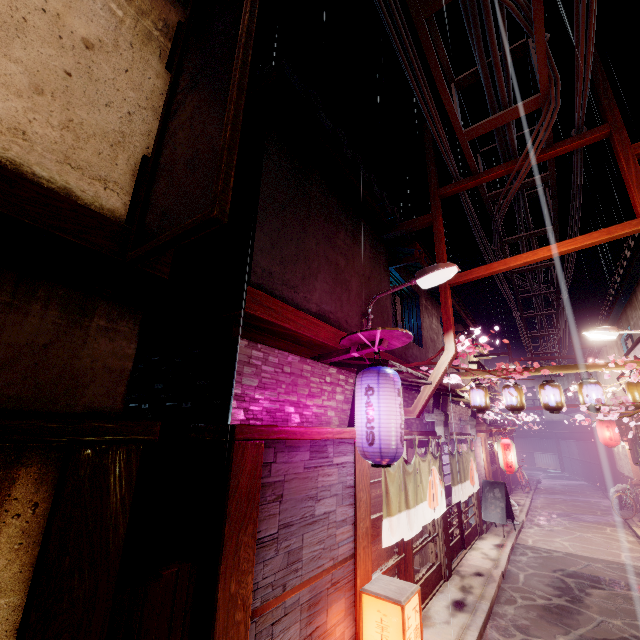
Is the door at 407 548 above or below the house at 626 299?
below

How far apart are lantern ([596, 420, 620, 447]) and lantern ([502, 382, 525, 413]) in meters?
17.3

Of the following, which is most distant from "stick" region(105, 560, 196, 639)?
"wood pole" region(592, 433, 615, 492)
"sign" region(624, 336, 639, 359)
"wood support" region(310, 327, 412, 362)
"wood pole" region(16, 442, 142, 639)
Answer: "wood pole" region(592, 433, 615, 492)

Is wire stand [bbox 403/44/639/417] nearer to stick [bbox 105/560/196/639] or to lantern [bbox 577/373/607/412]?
lantern [bbox 577/373/607/412]

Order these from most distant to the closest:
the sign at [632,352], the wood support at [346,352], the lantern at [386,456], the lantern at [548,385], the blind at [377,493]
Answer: the sign at [632,352] → the lantern at [548,385] → the blind at [377,493] → the wood support at [346,352] → the lantern at [386,456]

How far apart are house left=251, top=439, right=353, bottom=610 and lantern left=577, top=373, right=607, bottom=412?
11.1 meters

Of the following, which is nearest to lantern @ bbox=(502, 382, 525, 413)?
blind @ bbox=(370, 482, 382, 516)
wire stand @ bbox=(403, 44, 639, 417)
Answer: wire stand @ bbox=(403, 44, 639, 417)

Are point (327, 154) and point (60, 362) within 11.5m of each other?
yes
